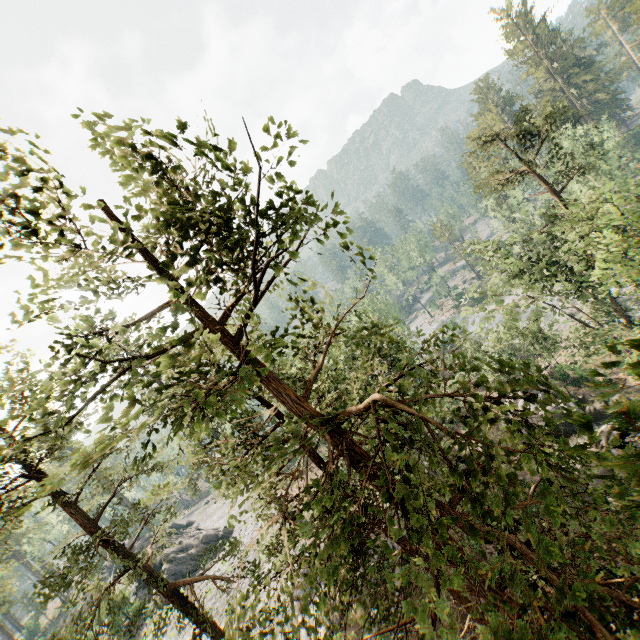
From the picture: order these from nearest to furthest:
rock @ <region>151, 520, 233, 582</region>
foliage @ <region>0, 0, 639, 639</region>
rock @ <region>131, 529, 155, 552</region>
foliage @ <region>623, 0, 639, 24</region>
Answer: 1. foliage @ <region>0, 0, 639, 639</region>
2. foliage @ <region>623, 0, 639, 24</region>
3. rock @ <region>151, 520, 233, 582</region>
4. rock @ <region>131, 529, 155, 552</region>

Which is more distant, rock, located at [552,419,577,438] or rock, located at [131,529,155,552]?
rock, located at [131,529,155,552]

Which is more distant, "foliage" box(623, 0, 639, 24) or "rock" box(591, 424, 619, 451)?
"foliage" box(623, 0, 639, 24)

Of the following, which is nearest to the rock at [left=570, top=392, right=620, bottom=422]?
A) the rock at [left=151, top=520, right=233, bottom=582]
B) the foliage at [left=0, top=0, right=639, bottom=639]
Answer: the foliage at [left=0, top=0, right=639, bottom=639]

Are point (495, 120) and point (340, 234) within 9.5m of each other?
no

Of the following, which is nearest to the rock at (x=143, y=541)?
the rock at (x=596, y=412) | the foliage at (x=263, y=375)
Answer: the foliage at (x=263, y=375)

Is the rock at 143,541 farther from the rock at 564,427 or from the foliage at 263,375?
the rock at 564,427
